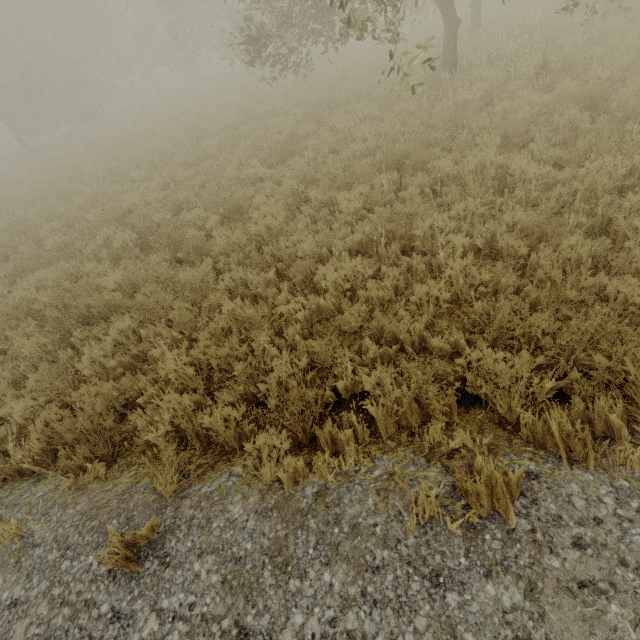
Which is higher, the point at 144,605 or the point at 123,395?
the point at 144,605
